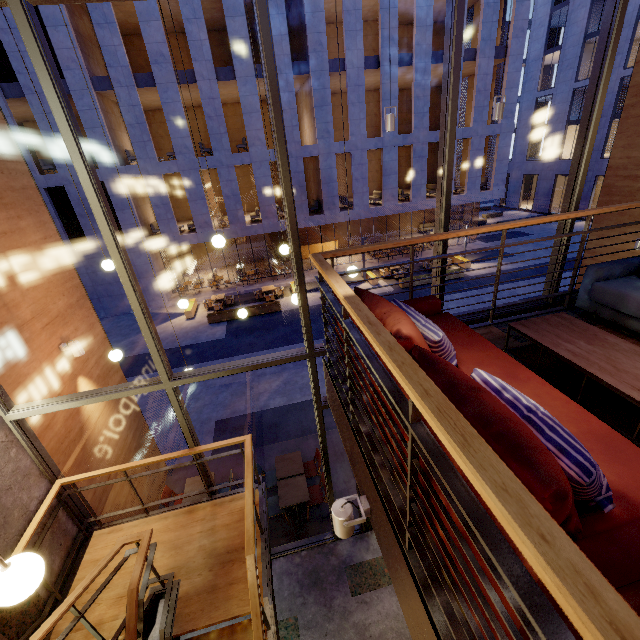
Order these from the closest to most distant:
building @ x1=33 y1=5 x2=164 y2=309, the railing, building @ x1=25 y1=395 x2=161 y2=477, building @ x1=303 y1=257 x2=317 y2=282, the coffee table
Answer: the railing, the coffee table, building @ x1=25 y1=395 x2=161 y2=477, building @ x1=33 y1=5 x2=164 y2=309, building @ x1=303 y1=257 x2=317 y2=282

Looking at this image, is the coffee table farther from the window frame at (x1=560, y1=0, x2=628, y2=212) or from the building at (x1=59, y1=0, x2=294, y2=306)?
the building at (x1=59, y1=0, x2=294, y2=306)

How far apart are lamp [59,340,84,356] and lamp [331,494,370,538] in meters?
5.2

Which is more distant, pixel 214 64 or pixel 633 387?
pixel 214 64

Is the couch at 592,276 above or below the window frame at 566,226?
below

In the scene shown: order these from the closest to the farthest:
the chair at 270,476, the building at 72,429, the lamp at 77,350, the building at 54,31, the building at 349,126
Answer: the building at 72,429, the lamp at 77,350, the chair at 270,476, the building at 54,31, the building at 349,126

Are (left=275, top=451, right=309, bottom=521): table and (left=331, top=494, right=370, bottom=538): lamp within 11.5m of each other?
yes

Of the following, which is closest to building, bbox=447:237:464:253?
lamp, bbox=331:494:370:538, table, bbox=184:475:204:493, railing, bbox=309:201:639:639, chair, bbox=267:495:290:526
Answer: table, bbox=184:475:204:493
